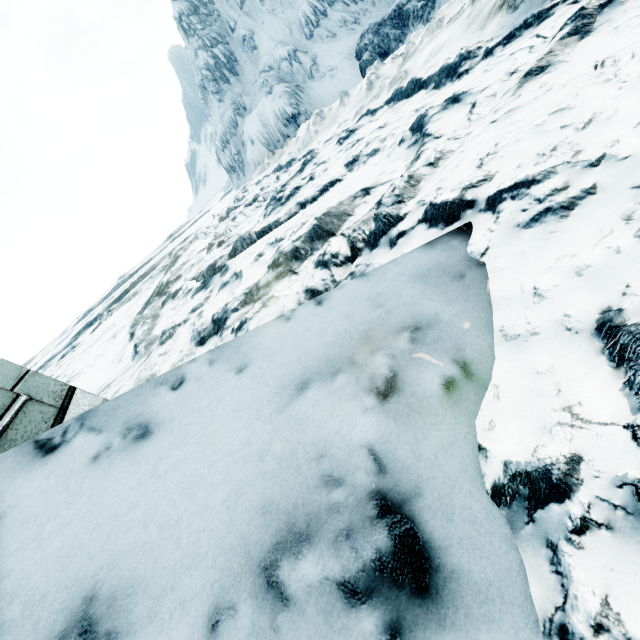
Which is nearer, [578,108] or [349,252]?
[578,108]
